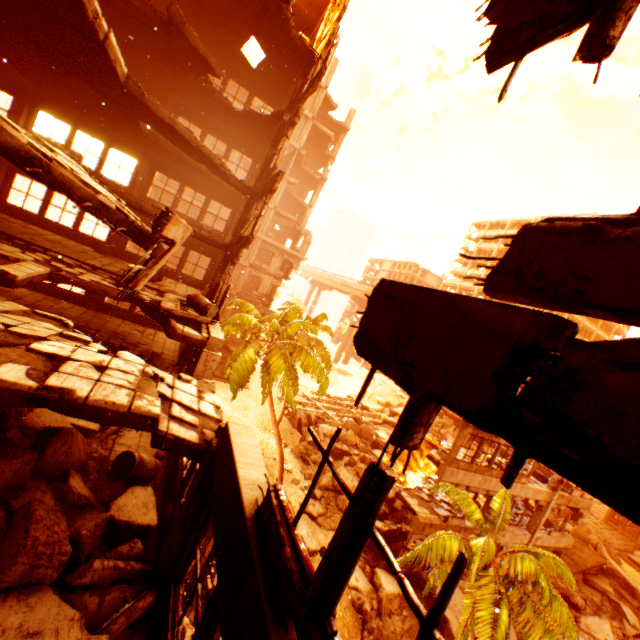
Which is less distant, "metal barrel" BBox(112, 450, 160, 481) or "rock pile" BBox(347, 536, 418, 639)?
"metal barrel" BBox(112, 450, 160, 481)

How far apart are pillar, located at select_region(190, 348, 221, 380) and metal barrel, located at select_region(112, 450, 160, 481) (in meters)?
2.08

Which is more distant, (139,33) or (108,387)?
(139,33)

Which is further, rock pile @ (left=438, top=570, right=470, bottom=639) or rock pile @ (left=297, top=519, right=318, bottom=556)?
rock pile @ (left=297, top=519, right=318, bottom=556)

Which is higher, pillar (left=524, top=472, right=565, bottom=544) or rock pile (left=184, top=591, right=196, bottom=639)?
pillar (left=524, top=472, right=565, bottom=544)

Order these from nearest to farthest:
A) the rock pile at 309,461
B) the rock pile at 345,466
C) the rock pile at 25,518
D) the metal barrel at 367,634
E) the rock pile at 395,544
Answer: the rock pile at 25,518 < the metal barrel at 367,634 < the rock pile at 395,544 < the rock pile at 309,461 < the rock pile at 345,466

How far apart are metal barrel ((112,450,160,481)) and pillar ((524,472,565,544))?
22.89m

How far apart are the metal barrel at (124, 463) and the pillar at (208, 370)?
2.08m
